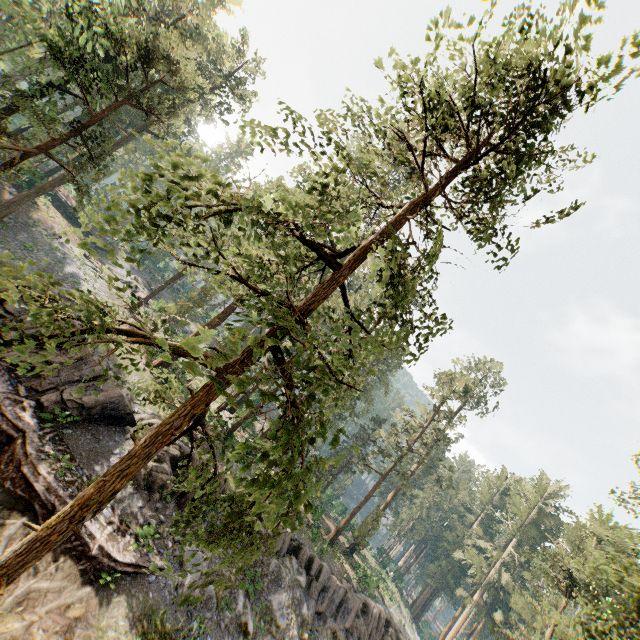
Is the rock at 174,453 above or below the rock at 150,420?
below

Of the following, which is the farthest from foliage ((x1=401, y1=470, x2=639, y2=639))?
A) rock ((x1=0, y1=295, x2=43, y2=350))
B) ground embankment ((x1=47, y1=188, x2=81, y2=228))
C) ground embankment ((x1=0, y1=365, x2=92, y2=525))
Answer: ground embankment ((x1=0, y1=365, x2=92, y2=525))

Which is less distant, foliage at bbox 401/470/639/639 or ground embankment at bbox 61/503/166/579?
foliage at bbox 401/470/639/639

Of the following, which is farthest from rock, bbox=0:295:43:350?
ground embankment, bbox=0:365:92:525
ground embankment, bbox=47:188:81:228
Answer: ground embankment, bbox=47:188:81:228

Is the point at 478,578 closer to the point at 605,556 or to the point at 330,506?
the point at 330,506

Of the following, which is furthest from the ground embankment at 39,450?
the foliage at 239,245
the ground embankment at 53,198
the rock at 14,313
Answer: the ground embankment at 53,198

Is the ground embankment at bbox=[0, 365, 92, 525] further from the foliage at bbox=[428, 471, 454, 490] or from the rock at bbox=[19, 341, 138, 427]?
the foliage at bbox=[428, 471, 454, 490]
